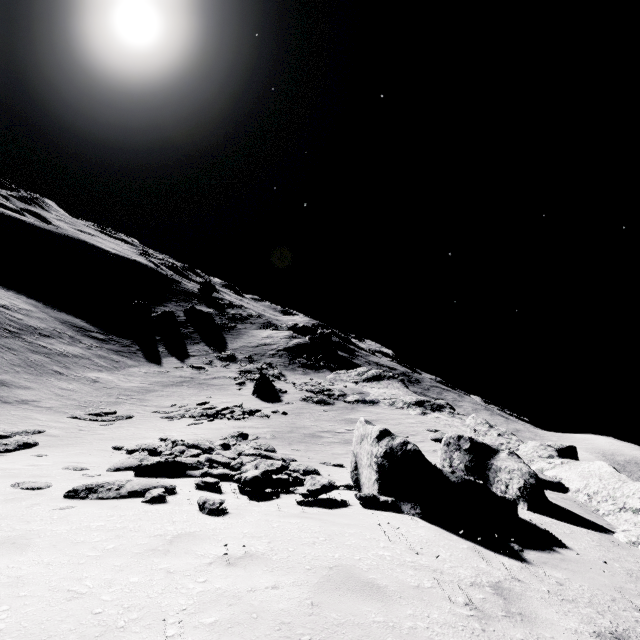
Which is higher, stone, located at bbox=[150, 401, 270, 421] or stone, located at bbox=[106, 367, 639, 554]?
stone, located at bbox=[106, 367, 639, 554]

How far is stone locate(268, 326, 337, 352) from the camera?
52.3m

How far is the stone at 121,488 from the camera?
6.6 meters

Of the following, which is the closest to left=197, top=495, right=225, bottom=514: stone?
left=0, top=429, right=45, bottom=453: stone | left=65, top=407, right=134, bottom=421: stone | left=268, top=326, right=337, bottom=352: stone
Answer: left=0, top=429, right=45, bottom=453: stone

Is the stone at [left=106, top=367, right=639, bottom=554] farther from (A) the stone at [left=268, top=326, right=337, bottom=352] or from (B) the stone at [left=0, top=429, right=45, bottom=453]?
(A) the stone at [left=268, top=326, right=337, bottom=352]

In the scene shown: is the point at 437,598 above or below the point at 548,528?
below

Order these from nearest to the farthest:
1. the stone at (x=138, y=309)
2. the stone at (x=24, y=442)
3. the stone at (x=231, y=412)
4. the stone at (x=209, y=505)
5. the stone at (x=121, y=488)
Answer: the stone at (x=209, y=505), the stone at (x=121, y=488), the stone at (x=24, y=442), the stone at (x=231, y=412), the stone at (x=138, y=309)

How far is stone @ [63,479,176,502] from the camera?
6.6m
